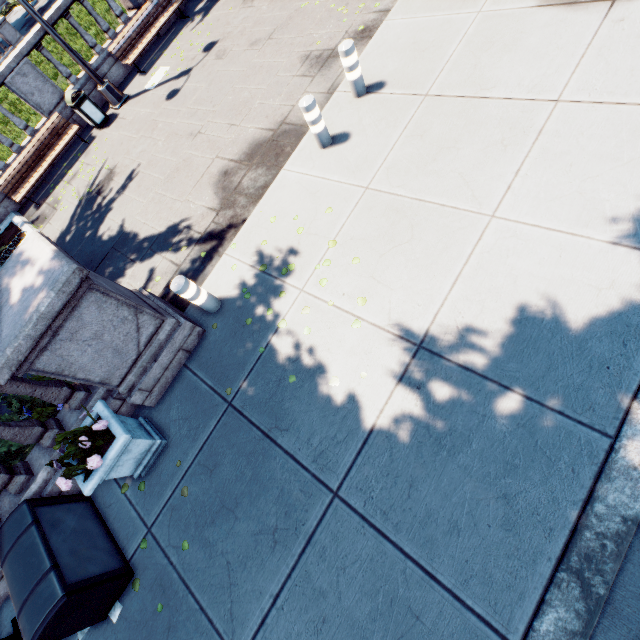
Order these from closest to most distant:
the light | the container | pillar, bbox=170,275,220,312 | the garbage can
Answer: the container < pillar, bbox=170,275,220,312 < the light < the garbage can

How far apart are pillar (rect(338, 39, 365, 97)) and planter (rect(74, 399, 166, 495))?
6.5m

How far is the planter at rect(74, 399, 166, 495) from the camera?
3.90m

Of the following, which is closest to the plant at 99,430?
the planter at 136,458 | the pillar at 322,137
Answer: the planter at 136,458

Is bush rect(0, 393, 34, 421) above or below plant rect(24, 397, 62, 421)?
above

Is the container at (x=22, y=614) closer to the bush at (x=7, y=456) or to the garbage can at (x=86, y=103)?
the bush at (x=7, y=456)

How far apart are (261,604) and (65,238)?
9.6 meters

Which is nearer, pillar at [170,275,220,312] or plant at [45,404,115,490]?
plant at [45,404,115,490]
